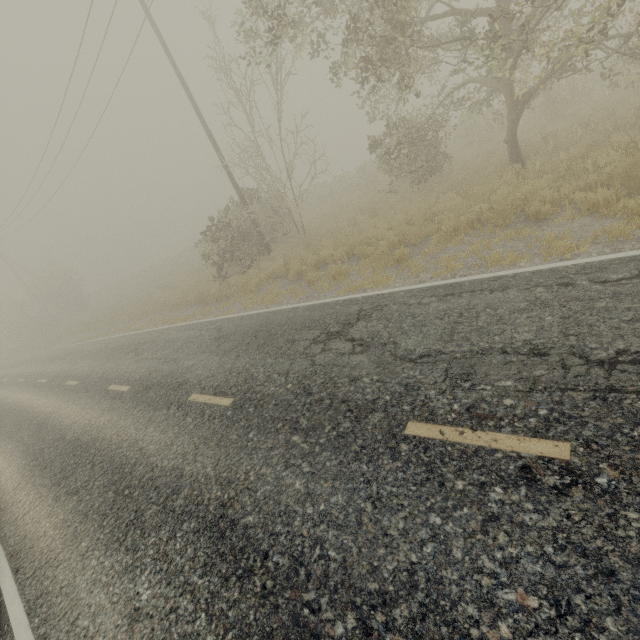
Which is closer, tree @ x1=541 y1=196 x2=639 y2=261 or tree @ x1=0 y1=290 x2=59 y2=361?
tree @ x1=541 y1=196 x2=639 y2=261

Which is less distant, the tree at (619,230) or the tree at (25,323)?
the tree at (619,230)

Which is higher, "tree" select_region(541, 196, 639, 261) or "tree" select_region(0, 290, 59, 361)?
"tree" select_region(0, 290, 59, 361)

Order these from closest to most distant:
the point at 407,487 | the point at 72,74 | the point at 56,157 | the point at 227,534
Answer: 1. the point at 407,487
2. the point at 227,534
3. the point at 72,74
4. the point at 56,157

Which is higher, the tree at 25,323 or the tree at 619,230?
the tree at 25,323
